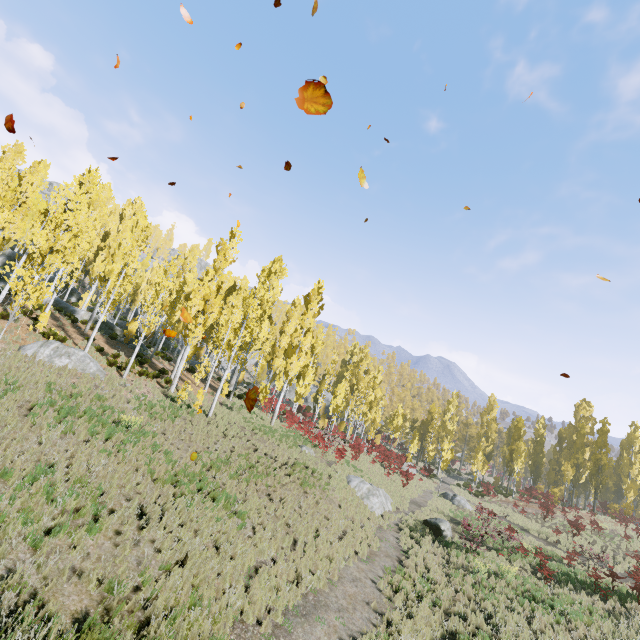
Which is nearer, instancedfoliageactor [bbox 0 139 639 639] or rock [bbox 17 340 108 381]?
instancedfoliageactor [bbox 0 139 639 639]

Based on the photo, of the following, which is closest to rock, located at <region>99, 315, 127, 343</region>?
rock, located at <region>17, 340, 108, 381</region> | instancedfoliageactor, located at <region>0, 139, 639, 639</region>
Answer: instancedfoliageactor, located at <region>0, 139, 639, 639</region>

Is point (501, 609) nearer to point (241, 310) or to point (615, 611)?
point (615, 611)

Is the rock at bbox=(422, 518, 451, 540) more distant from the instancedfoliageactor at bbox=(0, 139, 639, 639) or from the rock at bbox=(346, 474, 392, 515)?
the rock at bbox=(346, 474, 392, 515)

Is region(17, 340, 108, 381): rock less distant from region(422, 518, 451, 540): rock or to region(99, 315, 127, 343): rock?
region(99, 315, 127, 343): rock

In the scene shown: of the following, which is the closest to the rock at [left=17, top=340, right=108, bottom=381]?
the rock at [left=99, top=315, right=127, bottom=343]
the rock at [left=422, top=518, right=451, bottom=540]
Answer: the rock at [left=99, top=315, right=127, bottom=343]

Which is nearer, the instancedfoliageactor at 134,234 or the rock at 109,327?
the instancedfoliageactor at 134,234

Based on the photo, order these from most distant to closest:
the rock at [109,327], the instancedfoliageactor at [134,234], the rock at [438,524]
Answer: the rock at [109,327] → the rock at [438,524] → the instancedfoliageactor at [134,234]
